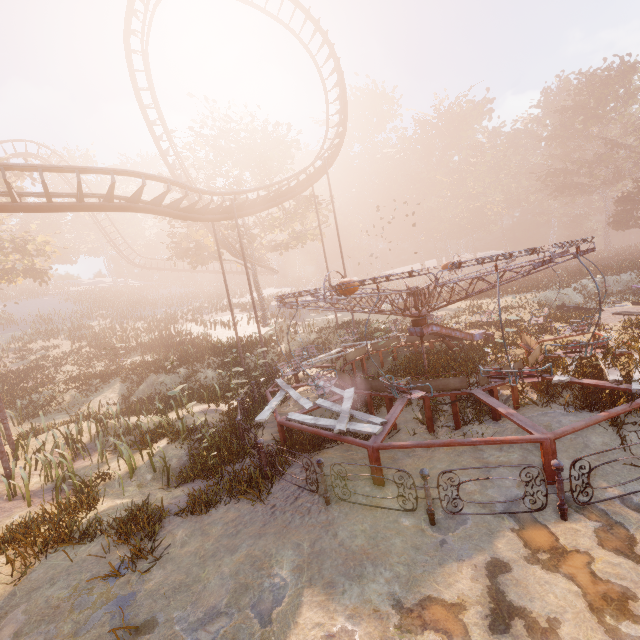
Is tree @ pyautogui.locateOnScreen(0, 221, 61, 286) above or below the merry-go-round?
above

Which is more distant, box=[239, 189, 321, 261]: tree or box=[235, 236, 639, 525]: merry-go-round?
box=[239, 189, 321, 261]: tree

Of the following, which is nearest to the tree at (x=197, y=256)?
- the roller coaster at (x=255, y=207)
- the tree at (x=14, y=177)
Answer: the roller coaster at (x=255, y=207)

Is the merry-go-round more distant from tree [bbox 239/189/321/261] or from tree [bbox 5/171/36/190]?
tree [bbox 5/171/36/190]

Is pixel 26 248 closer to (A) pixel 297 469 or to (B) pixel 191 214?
(B) pixel 191 214

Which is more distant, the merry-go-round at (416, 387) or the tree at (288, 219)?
the tree at (288, 219)

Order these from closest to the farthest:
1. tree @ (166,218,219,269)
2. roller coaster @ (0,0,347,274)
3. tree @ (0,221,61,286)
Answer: roller coaster @ (0,0,347,274) < tree @ (0,221,61,286) < tree @ (166,218,219,269)
